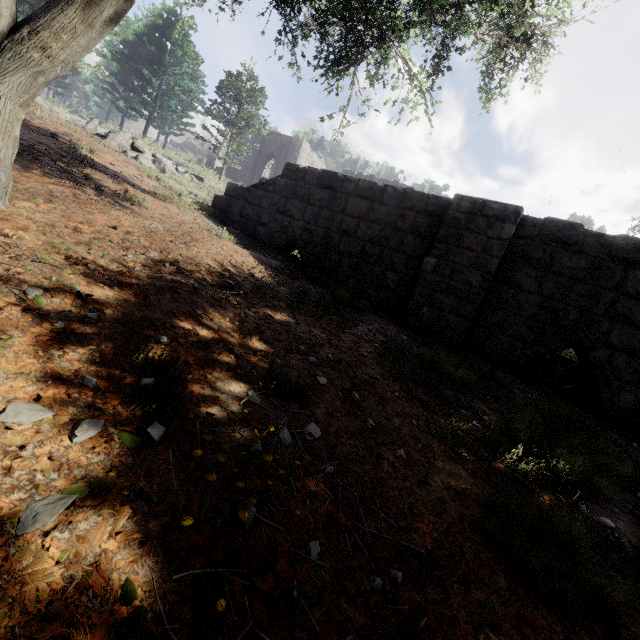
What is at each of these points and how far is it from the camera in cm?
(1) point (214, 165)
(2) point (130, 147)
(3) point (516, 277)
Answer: (1) building, 3419
(2) rubble, 1216
(3) building, 639

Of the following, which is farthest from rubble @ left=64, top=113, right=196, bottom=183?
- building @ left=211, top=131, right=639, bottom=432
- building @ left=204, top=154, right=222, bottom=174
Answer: building @ left=204, top=154, right=222, bottom=174

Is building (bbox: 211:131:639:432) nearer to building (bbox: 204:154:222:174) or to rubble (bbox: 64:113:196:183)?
rubble (bbox: 64:113:196:183)

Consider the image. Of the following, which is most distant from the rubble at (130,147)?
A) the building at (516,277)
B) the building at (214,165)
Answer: the building at (214,165)

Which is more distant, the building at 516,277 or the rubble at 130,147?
the rubble at 130,147
